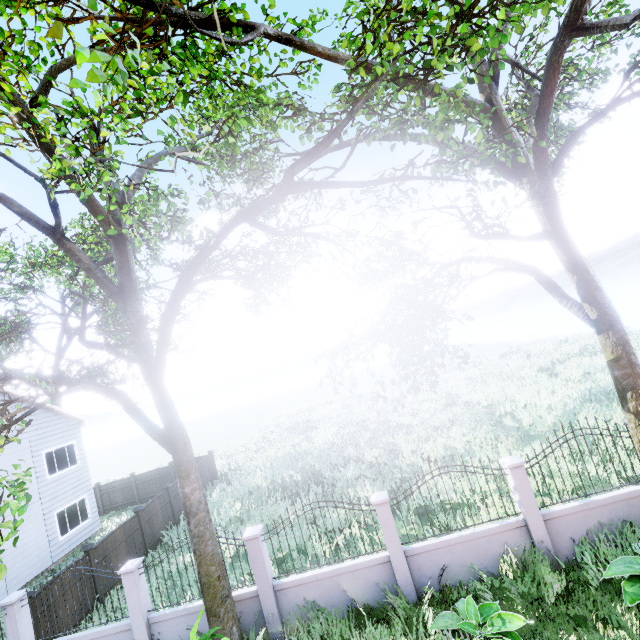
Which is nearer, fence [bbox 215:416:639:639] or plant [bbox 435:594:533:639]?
plant [bbox 435:594:533:639]

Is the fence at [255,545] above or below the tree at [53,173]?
below

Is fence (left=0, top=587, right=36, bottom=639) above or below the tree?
below

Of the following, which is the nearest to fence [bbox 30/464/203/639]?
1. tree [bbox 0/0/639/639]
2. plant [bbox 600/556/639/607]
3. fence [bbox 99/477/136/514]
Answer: plant [bbox 600/556/639/607]

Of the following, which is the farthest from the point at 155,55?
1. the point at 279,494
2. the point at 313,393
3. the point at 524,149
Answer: the point at 313,393

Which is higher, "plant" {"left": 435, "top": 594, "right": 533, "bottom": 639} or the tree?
the tree

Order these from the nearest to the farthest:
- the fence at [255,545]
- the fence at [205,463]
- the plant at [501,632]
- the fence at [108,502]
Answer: the plant at [501,632]
the fence at [255,545]
the fence at [205,463]
the fence at [108,502]

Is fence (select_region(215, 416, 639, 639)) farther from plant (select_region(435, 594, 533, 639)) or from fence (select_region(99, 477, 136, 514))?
fence (select_region(99, 477, 136, 514))
